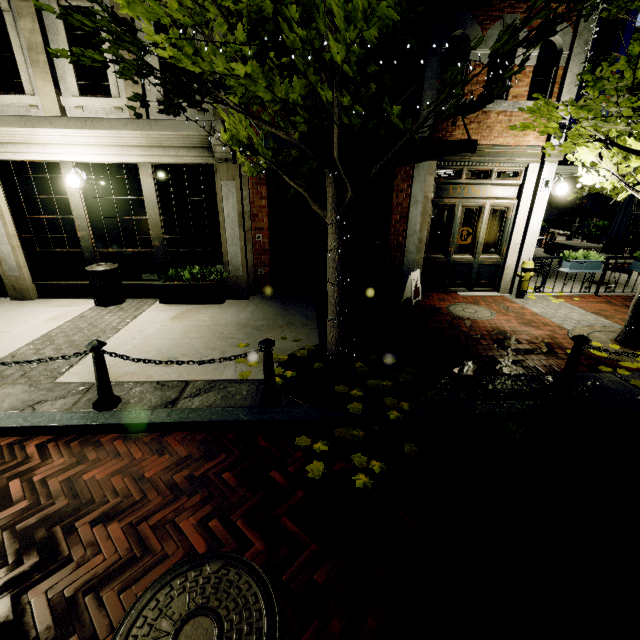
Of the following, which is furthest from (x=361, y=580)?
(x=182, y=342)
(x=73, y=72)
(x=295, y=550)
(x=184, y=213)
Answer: (x=73, y=72)

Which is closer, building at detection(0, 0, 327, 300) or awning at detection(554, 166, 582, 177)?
building at detection(0, 0, 327, 300)

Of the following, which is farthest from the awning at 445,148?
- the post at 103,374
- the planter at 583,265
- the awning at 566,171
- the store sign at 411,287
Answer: the planter at 583,265

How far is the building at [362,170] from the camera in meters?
7.4 m

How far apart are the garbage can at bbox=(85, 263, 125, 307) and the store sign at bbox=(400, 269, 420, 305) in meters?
6.5 m

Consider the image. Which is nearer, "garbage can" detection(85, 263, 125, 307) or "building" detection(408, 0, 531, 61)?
"building" detection(408, 0, 531, 61)

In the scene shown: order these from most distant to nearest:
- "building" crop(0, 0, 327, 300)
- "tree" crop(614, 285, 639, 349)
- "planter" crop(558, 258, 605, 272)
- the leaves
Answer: "planter" crop(558, 258, 605, 272) < "building" crop(0, 0, 327, 300) < "tree" crop(614, 285, 639, 349) < the leaves

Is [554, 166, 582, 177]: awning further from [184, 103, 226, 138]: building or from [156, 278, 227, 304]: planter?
[156, 278, 227, 304]: planter
